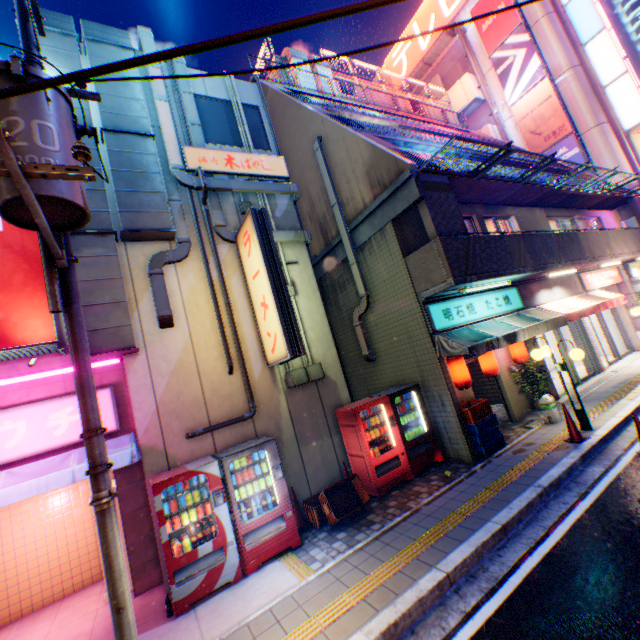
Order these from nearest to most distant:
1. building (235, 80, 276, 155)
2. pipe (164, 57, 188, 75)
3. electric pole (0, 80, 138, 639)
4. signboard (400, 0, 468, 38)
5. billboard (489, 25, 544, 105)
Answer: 1. electric pole (0, 80, 138, 639)
2. pipe (164, 57, 188, 75)
3. building (235, 80, 276, 155)
4. billboard (489, 25, 544, 105)
5. signboard (400, 0, 468, 38)

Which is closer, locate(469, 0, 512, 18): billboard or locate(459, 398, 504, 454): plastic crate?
locate(459, 398, 504, 454): plastic crate

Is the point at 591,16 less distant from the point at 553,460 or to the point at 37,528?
the point at 553,460

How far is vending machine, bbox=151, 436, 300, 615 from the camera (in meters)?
5.30

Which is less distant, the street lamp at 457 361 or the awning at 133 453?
the awning at 133 453

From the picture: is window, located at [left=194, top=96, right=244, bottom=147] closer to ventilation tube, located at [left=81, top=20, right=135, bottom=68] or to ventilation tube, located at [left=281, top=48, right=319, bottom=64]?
ventilation tube, located at [left=81, top=20, right=135, bottom=68]

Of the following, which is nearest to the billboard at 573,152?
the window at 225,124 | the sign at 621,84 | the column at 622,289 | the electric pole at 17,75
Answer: the sign at 621,84

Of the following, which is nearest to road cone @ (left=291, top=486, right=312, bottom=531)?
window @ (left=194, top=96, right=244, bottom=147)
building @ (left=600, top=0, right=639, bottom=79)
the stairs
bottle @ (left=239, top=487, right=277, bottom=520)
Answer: bottle @ (left=239, top=487, right=277, bottom=520)
